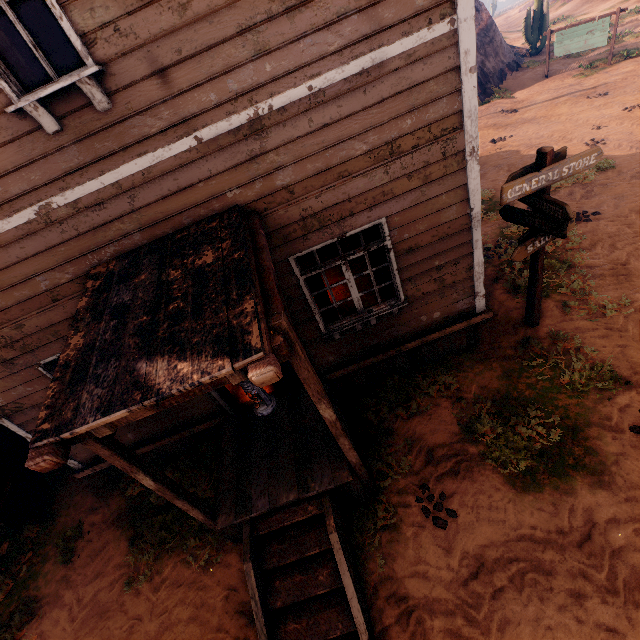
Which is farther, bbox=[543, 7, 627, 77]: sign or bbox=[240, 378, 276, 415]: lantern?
bbox=[543, 7, 627, 77]: sign

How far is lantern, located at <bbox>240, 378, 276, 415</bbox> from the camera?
2.9 meters

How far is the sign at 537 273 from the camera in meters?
4.3 m

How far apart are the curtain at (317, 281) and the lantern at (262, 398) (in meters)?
2.12

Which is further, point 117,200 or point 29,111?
point 117,200

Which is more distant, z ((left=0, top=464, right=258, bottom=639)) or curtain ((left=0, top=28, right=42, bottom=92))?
z ((left=0, top=464, right=258, bottom=639))

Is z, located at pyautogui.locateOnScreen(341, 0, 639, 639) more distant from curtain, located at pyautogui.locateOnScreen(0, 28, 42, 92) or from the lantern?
the lantern

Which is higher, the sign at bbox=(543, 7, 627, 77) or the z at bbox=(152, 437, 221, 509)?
the sign at bbox=(543, 7, 627, 77)
